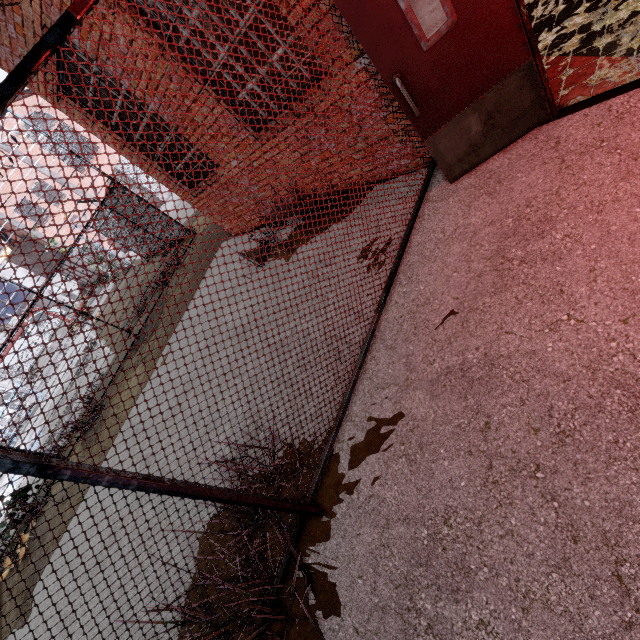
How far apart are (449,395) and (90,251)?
26.7m

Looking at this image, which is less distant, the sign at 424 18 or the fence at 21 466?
the fence at 21 466

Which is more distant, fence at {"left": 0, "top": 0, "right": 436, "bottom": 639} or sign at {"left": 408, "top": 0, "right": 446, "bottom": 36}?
sign at {"left": 408, "top": 0, "right": 446, "bottom": 36}

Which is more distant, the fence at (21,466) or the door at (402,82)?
the door at (402,82)

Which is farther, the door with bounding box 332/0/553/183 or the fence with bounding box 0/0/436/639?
the door with bounding box 332/0/553/183
